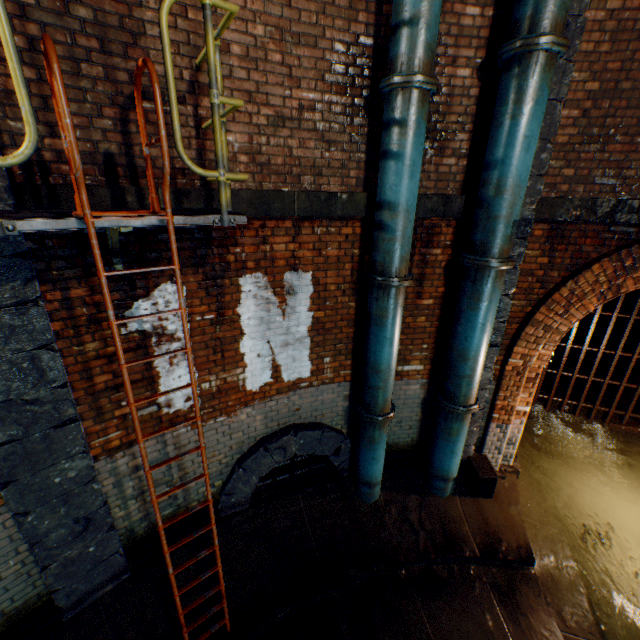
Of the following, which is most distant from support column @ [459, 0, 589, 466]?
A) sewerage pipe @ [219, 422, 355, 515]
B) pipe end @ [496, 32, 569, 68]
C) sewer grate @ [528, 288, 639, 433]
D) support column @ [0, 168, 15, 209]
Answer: sewer grate @ [528, 288, 639, 433]

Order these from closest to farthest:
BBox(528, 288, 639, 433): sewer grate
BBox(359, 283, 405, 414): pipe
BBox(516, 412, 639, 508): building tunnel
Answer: BBox(359, 283, 405, 414): pipe, BBox(516, 412, 639, 508): building tunnel, BBox(528, 288, 639, 433): sewer grate

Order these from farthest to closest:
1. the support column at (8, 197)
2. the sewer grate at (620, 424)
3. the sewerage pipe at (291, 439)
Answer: the sewer grate at (620, 424)
the sewerage pipe at (291, 439)
the support column at (8, 197)

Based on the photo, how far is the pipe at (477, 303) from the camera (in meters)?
4.04

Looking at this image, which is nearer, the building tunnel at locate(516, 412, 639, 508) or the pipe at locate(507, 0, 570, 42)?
the pipe at locate(507, 0, 570, 42)

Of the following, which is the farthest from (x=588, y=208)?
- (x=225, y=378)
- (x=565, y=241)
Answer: (x=225, y=378)

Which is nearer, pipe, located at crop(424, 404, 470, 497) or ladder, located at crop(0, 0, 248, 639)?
ladder, located at crop(0, 0, 248, 639)

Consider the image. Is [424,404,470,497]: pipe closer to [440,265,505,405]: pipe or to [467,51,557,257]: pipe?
[440,265,505,405]: pipe
